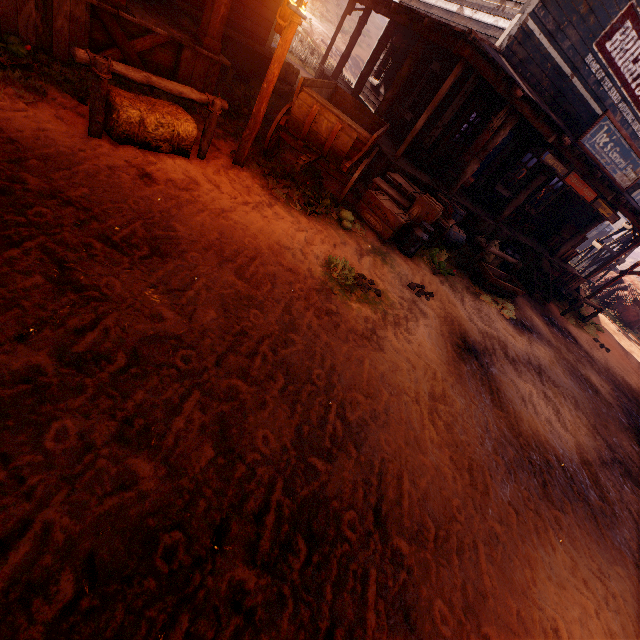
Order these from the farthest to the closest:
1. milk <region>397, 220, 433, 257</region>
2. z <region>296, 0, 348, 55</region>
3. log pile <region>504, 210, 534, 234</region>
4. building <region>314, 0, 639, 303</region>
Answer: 1. z <region>296, 0, 348, 55</region>
2. log pile <region>504, 210, 534, 234</region>
3. building <region>314, 0, 639, 303</region>
4. milk <region>397, 220, 433, 257</region>

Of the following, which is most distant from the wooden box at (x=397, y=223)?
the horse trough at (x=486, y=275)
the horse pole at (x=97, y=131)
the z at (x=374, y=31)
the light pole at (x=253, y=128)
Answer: the z at (x=374, y=31)

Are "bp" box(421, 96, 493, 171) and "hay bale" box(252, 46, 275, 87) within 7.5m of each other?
yes

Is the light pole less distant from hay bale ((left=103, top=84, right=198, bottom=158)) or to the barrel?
hay bale ((left=103, top=84, right=198, bottom=158))

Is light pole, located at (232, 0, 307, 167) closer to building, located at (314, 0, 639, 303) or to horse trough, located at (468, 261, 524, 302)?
building, located at (314, 0, 639, 303)

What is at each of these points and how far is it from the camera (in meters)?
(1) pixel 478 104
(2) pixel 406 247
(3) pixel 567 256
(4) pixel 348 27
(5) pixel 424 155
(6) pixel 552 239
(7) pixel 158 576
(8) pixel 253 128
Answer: (1) bp, 8.84
(2) milk, 7.22
(3) wooden box, 13.93
(4) z, 30.92
(5) metal tub, 9.61
(6) wooden box, 13.40
(7) z, 1.86
(8) light pole, 5.37

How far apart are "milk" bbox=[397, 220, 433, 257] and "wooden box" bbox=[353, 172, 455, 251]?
0.1 meters

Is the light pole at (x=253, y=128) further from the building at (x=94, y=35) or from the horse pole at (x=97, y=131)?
the building at (x=94, y=35)
